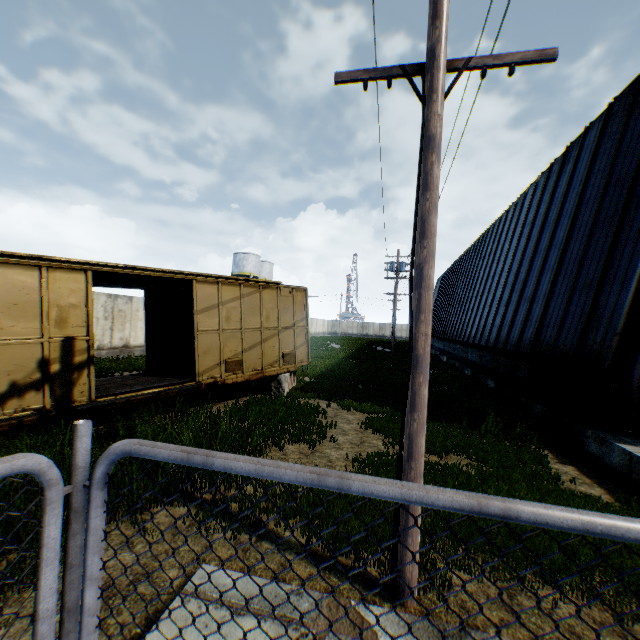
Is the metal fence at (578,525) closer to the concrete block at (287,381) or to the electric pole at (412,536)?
the electric pole at (412,536)

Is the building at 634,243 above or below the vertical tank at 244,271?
below

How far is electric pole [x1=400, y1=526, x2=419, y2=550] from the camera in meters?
3.3 m

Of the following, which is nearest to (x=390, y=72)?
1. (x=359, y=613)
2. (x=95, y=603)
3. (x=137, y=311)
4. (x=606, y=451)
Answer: (x=95, y=603)

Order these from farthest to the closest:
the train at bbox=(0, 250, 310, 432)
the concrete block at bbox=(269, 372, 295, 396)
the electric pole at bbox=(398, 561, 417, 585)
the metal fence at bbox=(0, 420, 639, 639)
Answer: the concrete block at bbox=(269, 372, 295, 396)
the train at bbox=(0, 250, 310, 432)
the electric pole at bbox=(398, 561, 417, 585)
the metal fence at bbox=(0, 420, 639, 639)

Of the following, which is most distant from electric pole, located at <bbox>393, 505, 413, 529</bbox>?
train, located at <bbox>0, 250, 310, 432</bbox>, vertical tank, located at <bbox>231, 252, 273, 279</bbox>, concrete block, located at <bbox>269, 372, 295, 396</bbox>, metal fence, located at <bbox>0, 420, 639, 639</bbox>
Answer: vertical tank, located at <bbox>231, 252, 273, 279</bbox>

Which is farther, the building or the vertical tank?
the vertical tank

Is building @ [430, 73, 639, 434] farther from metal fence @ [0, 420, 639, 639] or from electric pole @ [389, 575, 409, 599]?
metal fence @ [0, 420, 639, 639]
